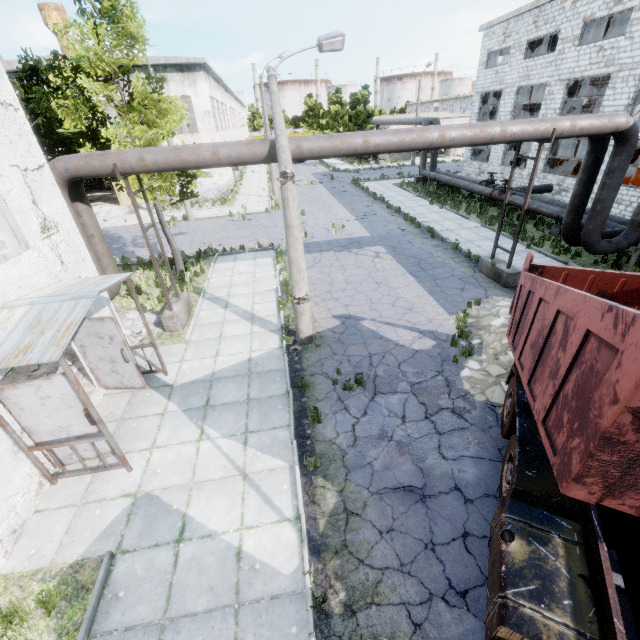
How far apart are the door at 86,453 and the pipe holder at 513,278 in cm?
1292

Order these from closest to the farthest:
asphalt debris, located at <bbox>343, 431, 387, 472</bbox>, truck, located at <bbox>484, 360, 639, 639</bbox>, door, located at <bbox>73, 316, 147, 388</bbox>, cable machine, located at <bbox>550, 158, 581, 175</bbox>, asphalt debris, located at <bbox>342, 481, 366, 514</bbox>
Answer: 1. truck, located at <bbox>484, 360, 639, 639</bbox>
2. asphalt debris, located at <bbox>342, 481, 366, 514</bbox>
3. asphalt debris, located at <bbox>343, 431, 387, 472</bbox>
4. door, located at <bbox>73, 316, 147, 388</bbox>
5. cable machine, located at <bbox>550, 158, 581, 175</bbox>

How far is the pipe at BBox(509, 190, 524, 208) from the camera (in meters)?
18.22

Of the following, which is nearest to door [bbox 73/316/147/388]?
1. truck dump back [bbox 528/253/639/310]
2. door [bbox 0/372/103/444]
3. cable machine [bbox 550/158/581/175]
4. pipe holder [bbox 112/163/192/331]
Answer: door [bbox 0/372/103/444]

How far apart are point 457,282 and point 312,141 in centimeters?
766cm

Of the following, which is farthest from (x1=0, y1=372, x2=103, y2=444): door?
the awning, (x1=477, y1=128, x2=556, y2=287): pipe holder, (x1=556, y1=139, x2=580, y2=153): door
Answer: (x1=556, y1=139, x2=580, y2=153): door

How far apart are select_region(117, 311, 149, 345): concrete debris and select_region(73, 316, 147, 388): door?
1.89m

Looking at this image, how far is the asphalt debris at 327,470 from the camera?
5.96m
